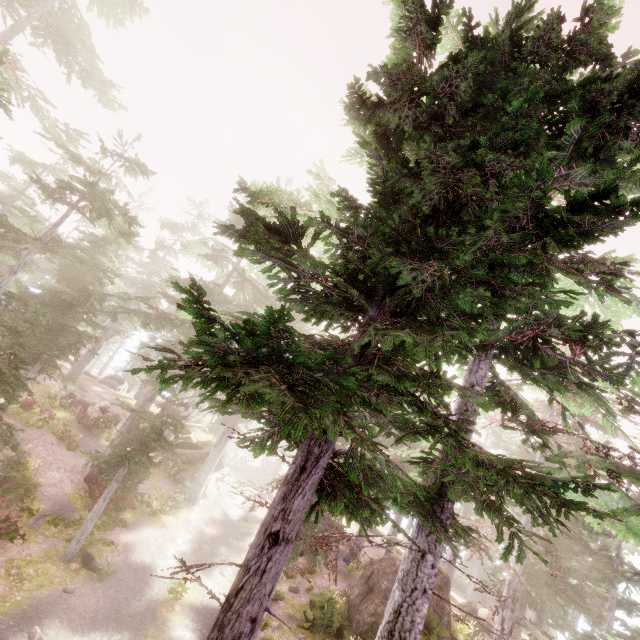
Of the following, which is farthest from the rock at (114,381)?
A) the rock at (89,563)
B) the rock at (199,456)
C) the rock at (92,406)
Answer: the rock at (89,563)

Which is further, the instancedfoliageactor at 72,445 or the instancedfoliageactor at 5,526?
the instancedfoliageactor at 72,445

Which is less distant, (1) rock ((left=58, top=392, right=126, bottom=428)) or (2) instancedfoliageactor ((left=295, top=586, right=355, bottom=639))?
(2) instancedfoliageactor ((left=295, top=586, right=355, bottom=639))

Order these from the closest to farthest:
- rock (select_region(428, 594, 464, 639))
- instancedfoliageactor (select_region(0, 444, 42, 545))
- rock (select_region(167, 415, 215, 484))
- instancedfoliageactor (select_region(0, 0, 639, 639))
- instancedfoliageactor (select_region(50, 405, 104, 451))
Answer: instancedfoliageactor (select_region(0, 0, 639, 639)) → instancedfoliageactor (select_region(0, 444, 42, 545)) → rock (select_region(428, 594, 464, 639)) → instancedfoliageactor (select_region(50, 405, 104, 451)) → rock (select_region(167, 415, 215, 484))

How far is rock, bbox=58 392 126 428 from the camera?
26.2 meters

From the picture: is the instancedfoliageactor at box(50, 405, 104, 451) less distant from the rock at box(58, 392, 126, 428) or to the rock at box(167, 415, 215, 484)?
the rock at box(167, 415, 215, 484)

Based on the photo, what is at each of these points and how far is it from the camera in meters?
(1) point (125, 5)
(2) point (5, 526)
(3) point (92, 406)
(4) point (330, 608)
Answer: (1) instancedfoliageactor, 18.2 m
(2) instancedfoliageactor, 13.3 m
(3) rock, 26.9 m
(4) instancedfoliageactor, 16.2 m

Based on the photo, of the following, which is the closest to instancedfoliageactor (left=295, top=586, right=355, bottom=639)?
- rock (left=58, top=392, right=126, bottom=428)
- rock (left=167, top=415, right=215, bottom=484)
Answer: rock (left=167, top=415, right=215, bottom=484)
